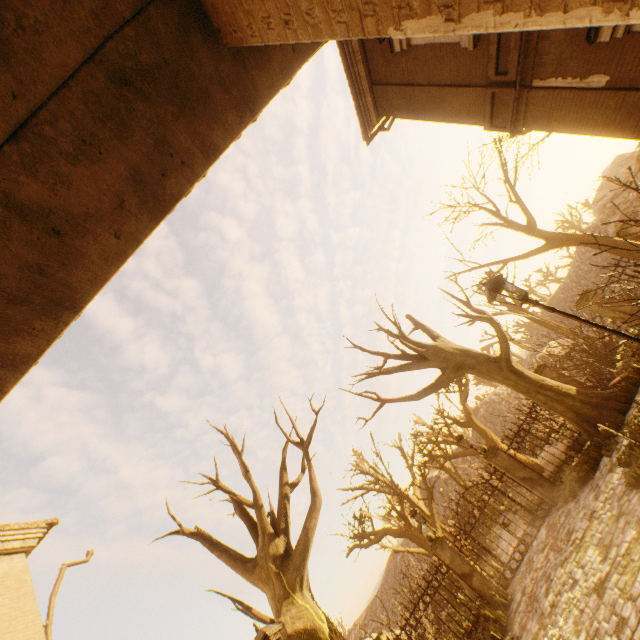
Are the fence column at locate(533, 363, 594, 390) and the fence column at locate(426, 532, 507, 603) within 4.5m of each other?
no

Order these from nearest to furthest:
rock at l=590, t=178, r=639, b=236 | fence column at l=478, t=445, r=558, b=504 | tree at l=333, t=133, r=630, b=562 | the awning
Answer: the awning
tree at l=333, t=133, r=630, b=562
fence column at l=478, t=445, r=558, b=504
rock at l=590, t=178, r=639, b=236

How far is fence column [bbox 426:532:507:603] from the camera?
11.0 meters

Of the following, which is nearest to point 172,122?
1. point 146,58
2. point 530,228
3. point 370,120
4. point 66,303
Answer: point 146,58

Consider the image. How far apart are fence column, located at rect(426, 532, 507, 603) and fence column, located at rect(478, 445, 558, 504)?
3.3 meters

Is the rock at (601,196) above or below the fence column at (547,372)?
above

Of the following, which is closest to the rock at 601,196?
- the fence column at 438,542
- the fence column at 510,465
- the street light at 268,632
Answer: the fence column at 510,465

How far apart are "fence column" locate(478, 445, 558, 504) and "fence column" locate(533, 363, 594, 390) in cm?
331
